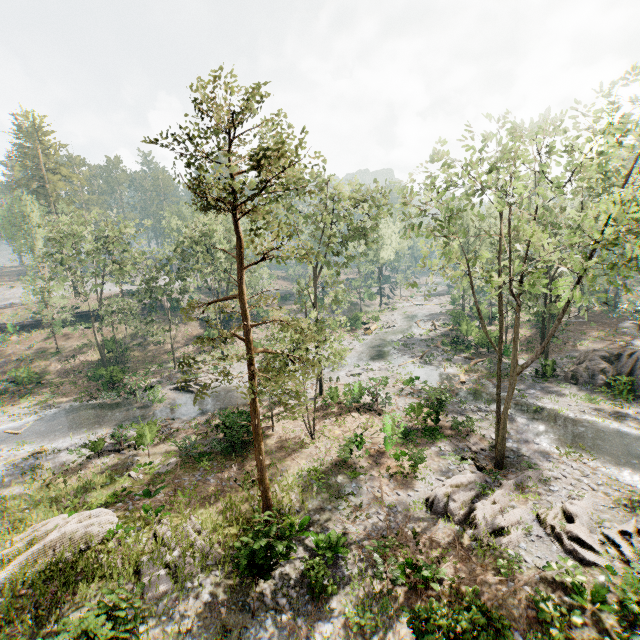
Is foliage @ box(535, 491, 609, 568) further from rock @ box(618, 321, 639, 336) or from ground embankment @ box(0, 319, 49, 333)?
ground embankment @ box(0, 319, 49, 333)

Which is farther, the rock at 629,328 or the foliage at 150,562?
the rock at 629,328

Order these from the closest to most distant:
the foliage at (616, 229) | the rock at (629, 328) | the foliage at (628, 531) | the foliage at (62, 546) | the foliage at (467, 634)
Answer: the foliage at (467, 634)
the foliage at (616, 229)
the foliage at (62, 546)
the foliage at (628, 531)
the rock at (629, 328)

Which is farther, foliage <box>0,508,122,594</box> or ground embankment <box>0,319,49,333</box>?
ground embankment <box>0,319,49,333</box>

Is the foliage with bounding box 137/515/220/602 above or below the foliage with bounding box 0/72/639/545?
below

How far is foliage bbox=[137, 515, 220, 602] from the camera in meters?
11.6 m

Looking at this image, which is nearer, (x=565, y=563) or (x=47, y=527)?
(x=565, y=563)
